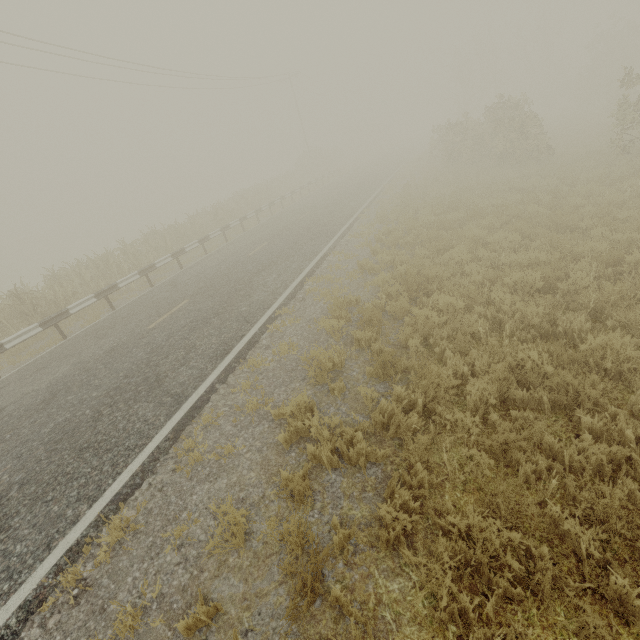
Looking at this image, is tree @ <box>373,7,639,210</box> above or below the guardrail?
above

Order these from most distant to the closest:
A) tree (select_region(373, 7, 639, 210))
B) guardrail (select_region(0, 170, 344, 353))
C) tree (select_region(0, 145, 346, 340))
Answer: tree (select_region(373, 7, 639, 210))
tree (select_region(0, 145, 346, 340))
guardrail (select_region(0, 170, 344, 353))

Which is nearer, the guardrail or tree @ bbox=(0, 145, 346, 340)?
the guardrail

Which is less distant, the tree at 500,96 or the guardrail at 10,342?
the guardrail at 10,342

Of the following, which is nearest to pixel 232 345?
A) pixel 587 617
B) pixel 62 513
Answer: pixel 62 513

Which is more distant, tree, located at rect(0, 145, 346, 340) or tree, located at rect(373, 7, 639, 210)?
tree, located at rect(373, 7, 639, 210)

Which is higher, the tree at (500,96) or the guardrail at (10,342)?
the tree at (500,96)
